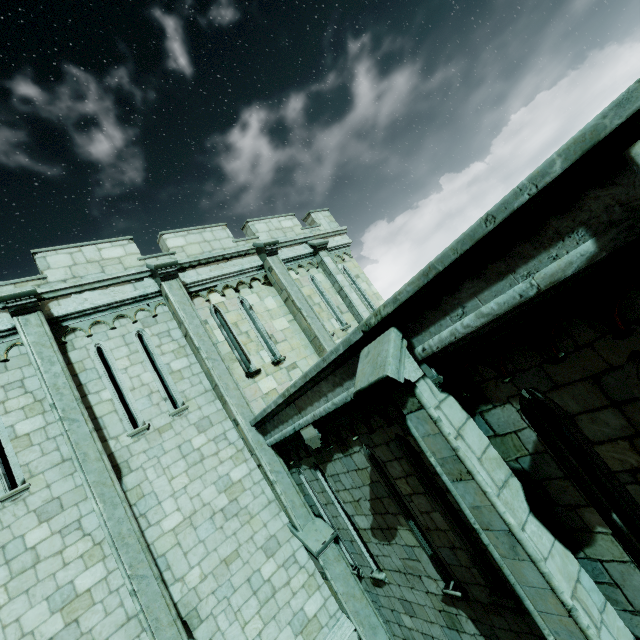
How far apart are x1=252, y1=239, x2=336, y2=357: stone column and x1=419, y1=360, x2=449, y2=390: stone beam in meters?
6.5 m

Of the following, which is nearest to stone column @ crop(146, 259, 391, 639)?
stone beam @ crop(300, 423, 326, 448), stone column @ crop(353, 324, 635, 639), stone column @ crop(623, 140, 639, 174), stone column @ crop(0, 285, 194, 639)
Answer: stone beam @ crop(300, 423, 326, 448)

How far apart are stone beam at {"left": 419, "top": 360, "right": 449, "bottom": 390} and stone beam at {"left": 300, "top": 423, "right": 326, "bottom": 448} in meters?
3.1 m

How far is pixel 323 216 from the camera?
14.6m

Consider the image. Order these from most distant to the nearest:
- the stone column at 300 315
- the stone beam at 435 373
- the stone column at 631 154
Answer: the stone column at 300 315
the stone beam at 435 373
the stone column at 631 154

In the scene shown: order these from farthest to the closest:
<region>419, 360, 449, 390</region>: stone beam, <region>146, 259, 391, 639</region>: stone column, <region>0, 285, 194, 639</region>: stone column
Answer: <region>146, 259, 391, 639</region>: stone column → <region>0, 285, 194, 639</region>: stone column → <region>419, 360, 449, 390</region>: stone beam

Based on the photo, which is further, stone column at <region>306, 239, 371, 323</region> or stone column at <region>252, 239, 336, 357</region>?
stone column at <region>306, 239, 371, 323</region>

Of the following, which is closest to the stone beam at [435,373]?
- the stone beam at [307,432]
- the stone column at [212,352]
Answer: the stone beam at [307,432]
